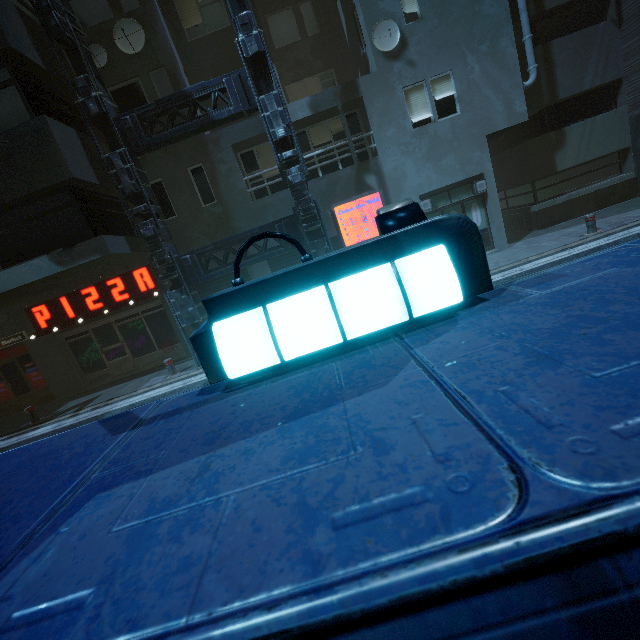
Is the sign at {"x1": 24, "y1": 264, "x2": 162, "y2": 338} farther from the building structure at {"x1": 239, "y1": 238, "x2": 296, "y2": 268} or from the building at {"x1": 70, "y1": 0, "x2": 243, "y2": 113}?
the building structure at {"x1": 239, "y1": 238, "x2": 296, "y2": 268}

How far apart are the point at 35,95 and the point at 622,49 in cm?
1939

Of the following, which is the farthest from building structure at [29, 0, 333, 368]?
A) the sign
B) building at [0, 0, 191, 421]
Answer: the sign

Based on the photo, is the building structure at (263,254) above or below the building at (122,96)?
below

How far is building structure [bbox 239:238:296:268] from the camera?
9.7 meters

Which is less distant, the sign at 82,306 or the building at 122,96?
the building at 122,96
